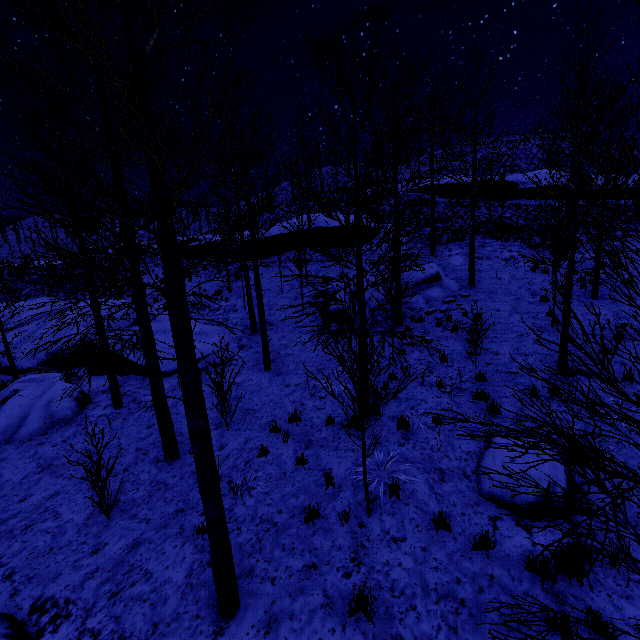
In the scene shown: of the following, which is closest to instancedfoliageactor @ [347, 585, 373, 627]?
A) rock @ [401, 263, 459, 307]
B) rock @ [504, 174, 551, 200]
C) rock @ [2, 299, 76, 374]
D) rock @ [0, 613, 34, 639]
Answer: rock @ [0, 613, 34, 639]

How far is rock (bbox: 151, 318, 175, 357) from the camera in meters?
13.6 m

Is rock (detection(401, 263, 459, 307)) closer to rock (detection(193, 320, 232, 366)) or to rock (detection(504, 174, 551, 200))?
rock (detection(193, 320, 232, 366))

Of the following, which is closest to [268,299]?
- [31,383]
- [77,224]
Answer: [77,224]

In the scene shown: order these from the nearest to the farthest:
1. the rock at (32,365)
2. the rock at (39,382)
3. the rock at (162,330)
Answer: the rock at (39,382), the rock at (162,330), the rock at (32,365)

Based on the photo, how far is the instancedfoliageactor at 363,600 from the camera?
4.0m

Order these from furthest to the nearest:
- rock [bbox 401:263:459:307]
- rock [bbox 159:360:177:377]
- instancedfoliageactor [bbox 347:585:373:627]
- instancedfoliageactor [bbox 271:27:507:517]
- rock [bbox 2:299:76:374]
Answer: rock [bbox 2:299:76:374] → rock [bbox 401:263:459:307] → rock [bbox 159:360:177:377] → instancedfoliageactor [bbox 271:27:507:517] → instancedfoliageactor [bbox 347:585:373:627]

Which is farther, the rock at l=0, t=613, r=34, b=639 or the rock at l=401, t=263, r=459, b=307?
the rock at l=401, t=263, r=459, b=307
